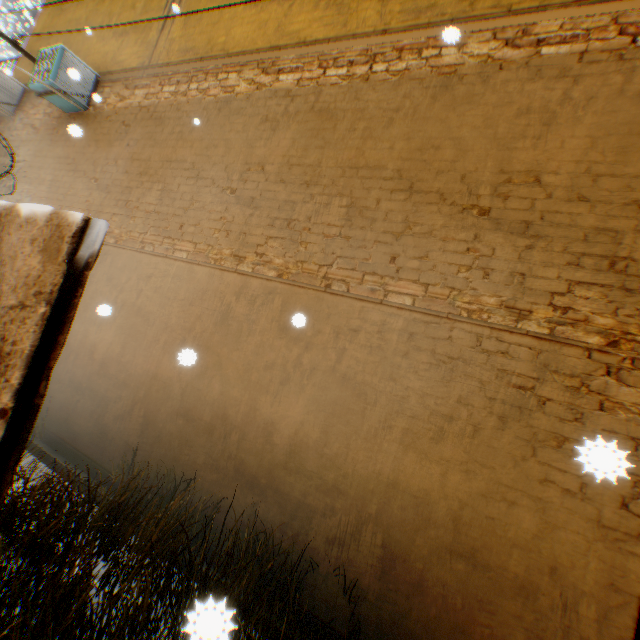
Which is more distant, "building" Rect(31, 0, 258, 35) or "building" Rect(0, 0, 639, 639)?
"building" Rect(31, 0, 258, 35)

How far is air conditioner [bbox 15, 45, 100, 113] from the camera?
6.2 meters

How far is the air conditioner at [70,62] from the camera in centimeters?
619cm

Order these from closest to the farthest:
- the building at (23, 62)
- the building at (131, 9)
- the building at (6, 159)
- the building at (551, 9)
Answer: the building at (551, 9)
the building at (131, 9)
the building at (6, 159)
the building at (23, 62)

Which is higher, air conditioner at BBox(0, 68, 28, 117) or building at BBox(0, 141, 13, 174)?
air conditioner at BBox(0, 68, 28, 117)

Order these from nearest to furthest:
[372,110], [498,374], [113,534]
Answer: [498,374] < [113,534] < [372,110]

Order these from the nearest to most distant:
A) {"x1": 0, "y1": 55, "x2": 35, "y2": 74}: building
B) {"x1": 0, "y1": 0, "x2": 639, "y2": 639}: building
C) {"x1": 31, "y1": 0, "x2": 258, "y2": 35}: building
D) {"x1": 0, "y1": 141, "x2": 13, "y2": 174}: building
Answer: {"x1": 0, "y1": 0, "x2": 639, "y2": 639}: building → {"x1": 31, "y1": 0, "x2": 258, "y2": 35}: building → {"x1": 0, "y1": 141, "x2": 13, "y2": 174}: building → {"x1": 0, "y1": 55, "x2": 35, "y2": 74}: building

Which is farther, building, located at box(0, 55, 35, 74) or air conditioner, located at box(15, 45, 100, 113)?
building, located at box(0, 55, 35, 74)
